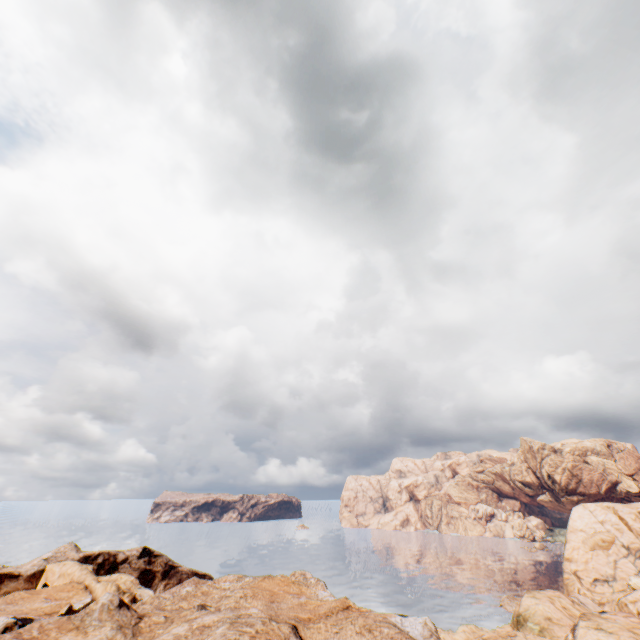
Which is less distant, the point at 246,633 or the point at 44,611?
the point at 246,633
